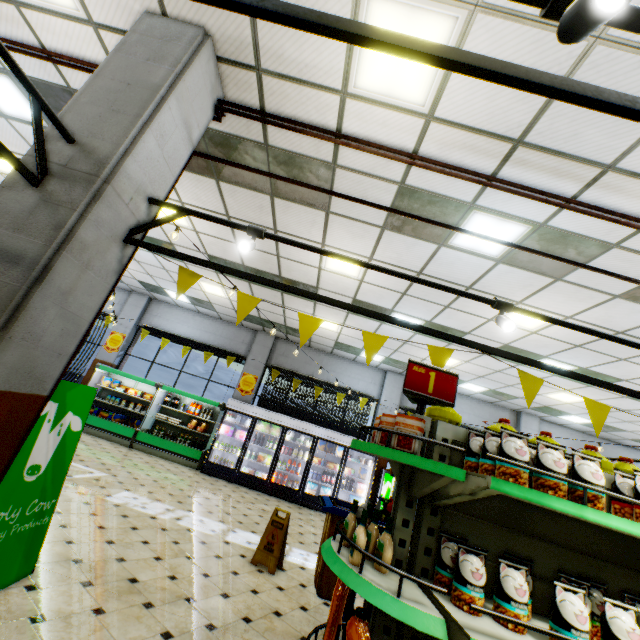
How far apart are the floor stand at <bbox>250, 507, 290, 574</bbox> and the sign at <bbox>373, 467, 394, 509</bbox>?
5.83m

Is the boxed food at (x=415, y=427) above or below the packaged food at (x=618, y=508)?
above

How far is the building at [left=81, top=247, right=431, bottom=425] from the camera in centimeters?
960cm

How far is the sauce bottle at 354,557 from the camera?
1.60m

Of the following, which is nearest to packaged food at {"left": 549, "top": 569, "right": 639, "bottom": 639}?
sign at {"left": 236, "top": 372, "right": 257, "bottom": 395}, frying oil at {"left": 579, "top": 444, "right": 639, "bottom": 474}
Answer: frying oil at {"left": 579, "top": 444, "right": 639, "bottom": 474}

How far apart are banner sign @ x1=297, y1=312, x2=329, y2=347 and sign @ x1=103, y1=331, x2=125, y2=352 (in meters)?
10.62

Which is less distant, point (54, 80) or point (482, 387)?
point (54, 80)

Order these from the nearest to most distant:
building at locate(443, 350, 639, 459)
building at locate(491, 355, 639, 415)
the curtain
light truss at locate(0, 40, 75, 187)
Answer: light truss at locate(0, 40, 75, 187), building at locate(491, 355, 639, 415), building at locate(443, 350, 639, 459), the curtain
